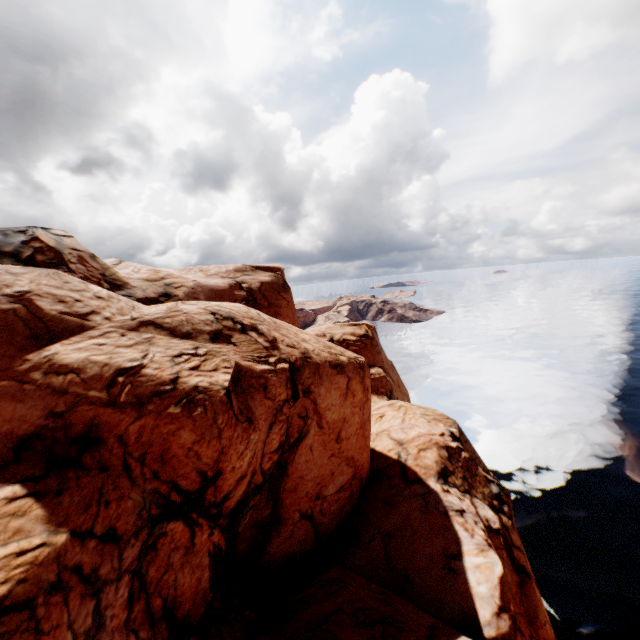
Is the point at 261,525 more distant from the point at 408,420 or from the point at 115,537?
the point at 408,420
